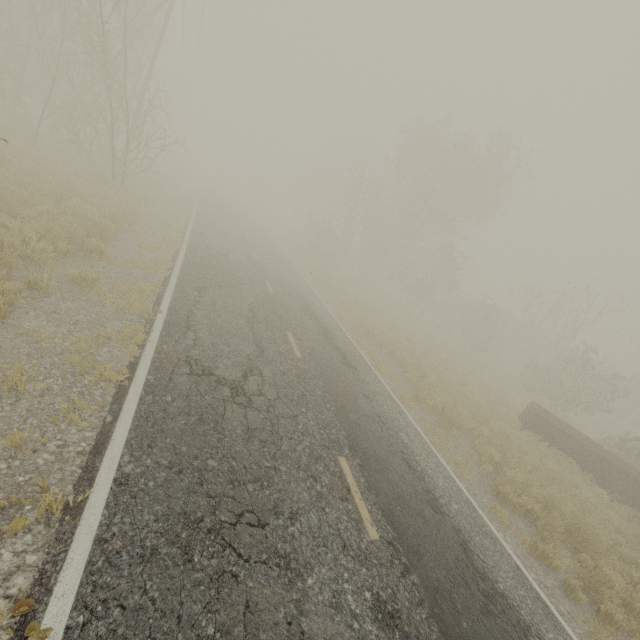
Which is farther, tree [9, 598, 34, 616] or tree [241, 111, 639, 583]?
tree [241, 111, 639, 583]

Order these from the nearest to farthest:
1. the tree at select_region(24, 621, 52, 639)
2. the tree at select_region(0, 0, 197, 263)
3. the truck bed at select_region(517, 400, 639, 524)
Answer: the tree at select_region(24, 621, 52, 639) < the tree at select_region(0, 0, 197, 263) < the truck bed at select_region(517, 400, 639, 524)

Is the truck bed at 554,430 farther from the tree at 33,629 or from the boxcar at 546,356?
the boxcar at 546,356

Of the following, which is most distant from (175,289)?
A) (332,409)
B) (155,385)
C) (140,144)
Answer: (140,144)

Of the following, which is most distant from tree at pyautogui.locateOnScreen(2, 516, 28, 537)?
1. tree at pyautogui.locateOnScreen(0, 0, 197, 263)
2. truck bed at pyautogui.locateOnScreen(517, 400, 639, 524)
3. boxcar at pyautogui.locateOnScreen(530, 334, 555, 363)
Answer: boxcar at pyautogui.locateOnScreen(530, 334, 555, 363)

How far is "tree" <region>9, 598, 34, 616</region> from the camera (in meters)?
2.49
